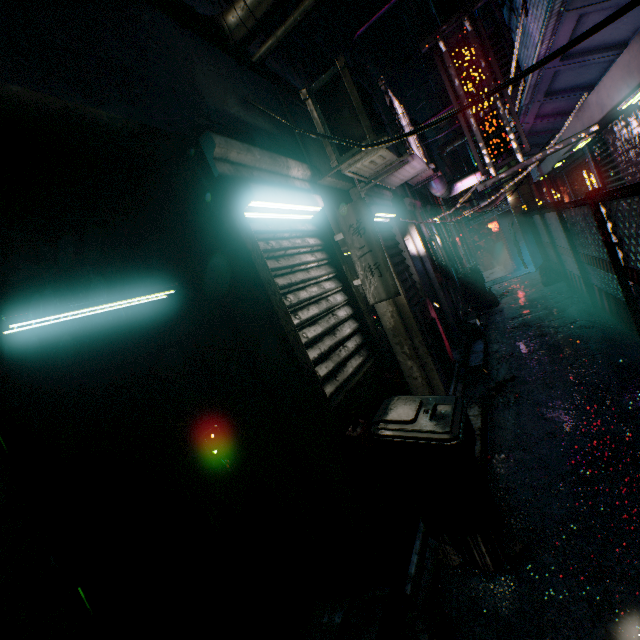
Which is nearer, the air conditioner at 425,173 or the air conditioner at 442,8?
the air conditioner at 425,173

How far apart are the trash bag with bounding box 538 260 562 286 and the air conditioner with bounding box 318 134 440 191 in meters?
6.3 m

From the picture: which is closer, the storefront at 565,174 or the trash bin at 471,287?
the storefront at 565,174

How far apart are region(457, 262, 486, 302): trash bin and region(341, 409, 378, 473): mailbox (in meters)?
7.41

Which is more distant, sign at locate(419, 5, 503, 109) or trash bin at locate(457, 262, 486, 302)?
trash bin at locate(457, 262, 486, 302)

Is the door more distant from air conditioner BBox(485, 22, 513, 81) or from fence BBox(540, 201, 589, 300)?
fence BBox(540, 201, 589, 300)

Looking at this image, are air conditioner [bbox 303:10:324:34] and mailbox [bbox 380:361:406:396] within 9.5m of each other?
no

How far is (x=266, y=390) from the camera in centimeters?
192cm
